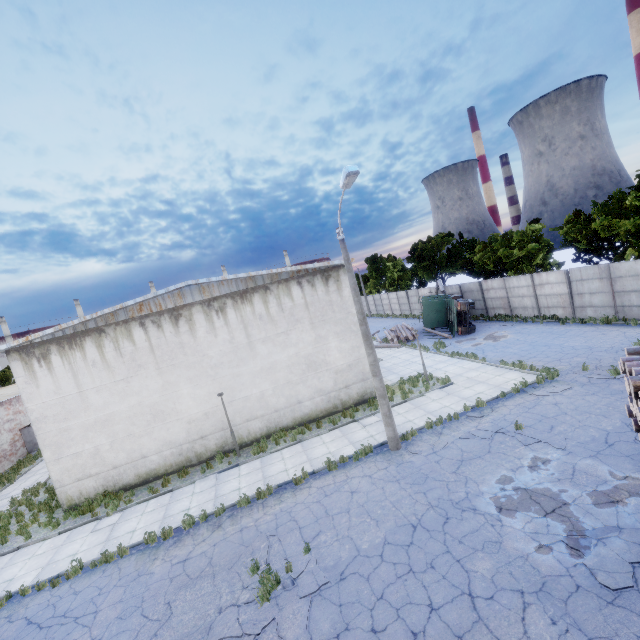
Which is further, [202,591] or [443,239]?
[443,239]

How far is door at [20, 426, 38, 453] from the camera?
26.9 meters

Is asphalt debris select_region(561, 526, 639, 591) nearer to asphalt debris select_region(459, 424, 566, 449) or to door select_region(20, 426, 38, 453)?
asphalt debris select_region(459, 424, 566, 449)

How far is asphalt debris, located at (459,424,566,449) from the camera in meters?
10.6 m

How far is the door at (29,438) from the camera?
26.88m

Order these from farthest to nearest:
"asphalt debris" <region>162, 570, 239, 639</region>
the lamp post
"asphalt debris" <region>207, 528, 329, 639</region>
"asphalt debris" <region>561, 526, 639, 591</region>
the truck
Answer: the truck
the lamp post
"asphalt debris" <region>162, 570, 239, 639</region>
"asphalt debris" <region>207, 528, 329, 639</region>
"asphalt debris" <region>561, 526, 639, 591</region>

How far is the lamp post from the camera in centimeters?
1009cm

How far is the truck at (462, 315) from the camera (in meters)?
26.84
